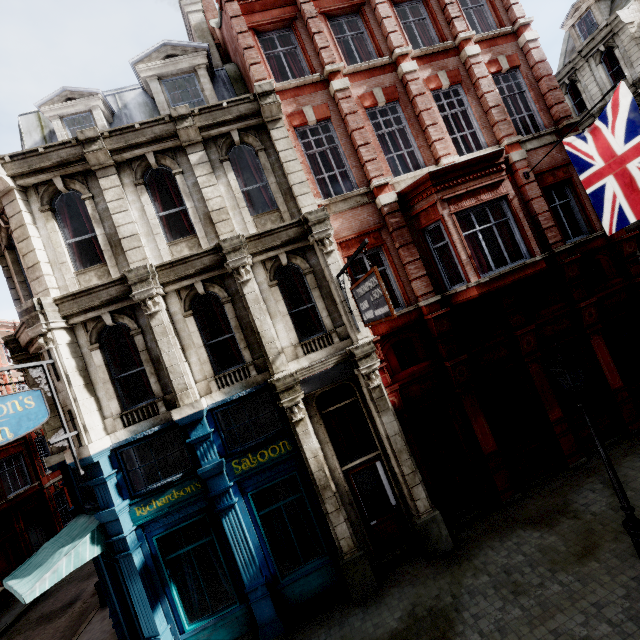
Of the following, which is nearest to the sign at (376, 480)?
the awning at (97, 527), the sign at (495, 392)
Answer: the sign at (495, 392)

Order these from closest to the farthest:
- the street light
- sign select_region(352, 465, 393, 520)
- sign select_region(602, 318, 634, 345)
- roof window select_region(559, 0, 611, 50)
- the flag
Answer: the street light
the flag
sign select_region(352, 465, 393, 520)
sign select_region(602, 318, 634, 345)
roof window select_region(559, 0, 611, 50)

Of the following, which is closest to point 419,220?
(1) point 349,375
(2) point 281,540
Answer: (1) point 349,375

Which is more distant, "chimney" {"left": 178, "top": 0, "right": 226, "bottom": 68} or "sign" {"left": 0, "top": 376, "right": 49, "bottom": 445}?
"chimney" {"left": 178, "top": 0, "right": 226, "bottom": 68}

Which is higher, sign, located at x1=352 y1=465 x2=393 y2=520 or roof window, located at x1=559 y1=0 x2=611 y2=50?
roof window, located at x1=559 y1=0 x2=611 y2=50

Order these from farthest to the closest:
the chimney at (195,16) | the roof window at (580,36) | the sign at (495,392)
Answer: the roof window at (580,36) < the chimney at (195,16) < the sign at (495,392)

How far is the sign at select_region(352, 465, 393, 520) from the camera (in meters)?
9.45

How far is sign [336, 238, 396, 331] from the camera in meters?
6.3 m
